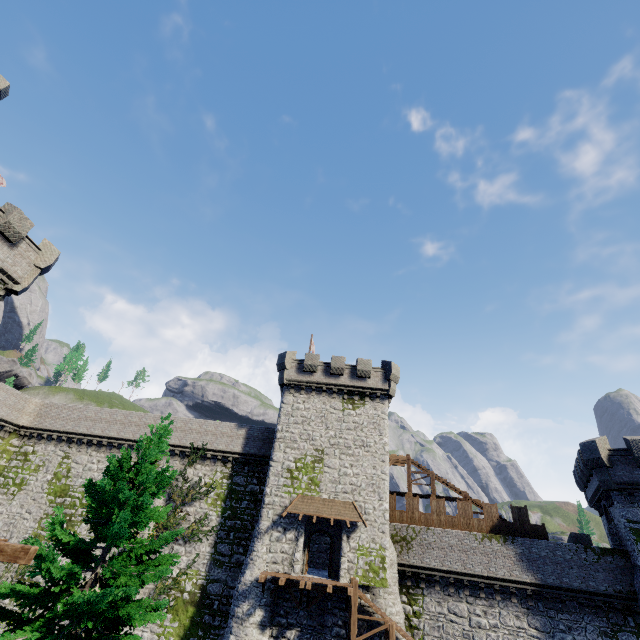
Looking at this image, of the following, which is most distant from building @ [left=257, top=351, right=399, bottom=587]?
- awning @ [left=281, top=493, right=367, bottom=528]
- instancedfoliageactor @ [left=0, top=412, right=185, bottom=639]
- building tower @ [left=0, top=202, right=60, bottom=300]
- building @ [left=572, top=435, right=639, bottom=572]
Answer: building tower @ [left=0, top=202, right=60, bottom=300]

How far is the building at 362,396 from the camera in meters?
23.2 m

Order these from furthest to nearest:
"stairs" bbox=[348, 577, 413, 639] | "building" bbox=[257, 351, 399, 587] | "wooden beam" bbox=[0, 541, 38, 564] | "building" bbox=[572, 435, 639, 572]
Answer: "building" bbox=[257, 351, 399, 587], "building" bbox=[572, 435, 639, 572], "stairs" bbox=[348, 577, 413, 639], "wooden beam" bbox=[0, 541, 38, 564]

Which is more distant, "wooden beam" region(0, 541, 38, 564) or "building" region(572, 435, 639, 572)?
"building" region(572, 435, 639, 572)

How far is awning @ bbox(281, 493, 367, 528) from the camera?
23.7 meters

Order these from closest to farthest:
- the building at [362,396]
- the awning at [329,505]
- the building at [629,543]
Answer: the building at [629,543] < the building at [362,396] < the awning at [329,505]

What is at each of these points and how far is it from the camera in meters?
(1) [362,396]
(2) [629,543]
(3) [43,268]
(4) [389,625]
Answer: (1) building, 29.8
(2) building, 21.0
(3) building tower, 22.1
(4) stairs, 19.6

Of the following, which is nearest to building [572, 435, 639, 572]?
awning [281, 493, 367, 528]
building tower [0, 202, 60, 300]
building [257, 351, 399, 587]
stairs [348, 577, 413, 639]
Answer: stairs [348, 577, 413, 639]
